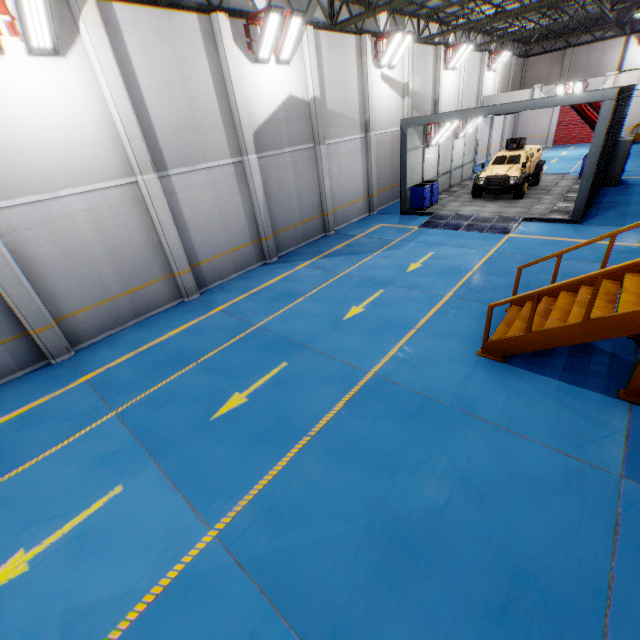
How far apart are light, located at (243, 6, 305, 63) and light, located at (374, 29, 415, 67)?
6.93m

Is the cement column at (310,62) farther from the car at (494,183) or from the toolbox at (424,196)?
the car at (494,183)

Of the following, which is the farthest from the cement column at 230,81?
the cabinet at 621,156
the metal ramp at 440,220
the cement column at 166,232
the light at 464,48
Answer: the cabinet at 621,156

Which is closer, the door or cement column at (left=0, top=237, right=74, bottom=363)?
cement column at (left=0, top=237, right=74, bottom=363)

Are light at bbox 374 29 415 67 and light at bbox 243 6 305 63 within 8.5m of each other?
yes

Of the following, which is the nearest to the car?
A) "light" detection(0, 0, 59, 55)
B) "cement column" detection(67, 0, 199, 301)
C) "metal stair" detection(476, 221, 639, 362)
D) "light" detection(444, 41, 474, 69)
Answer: "light" detection(444, 41, 474, 69)

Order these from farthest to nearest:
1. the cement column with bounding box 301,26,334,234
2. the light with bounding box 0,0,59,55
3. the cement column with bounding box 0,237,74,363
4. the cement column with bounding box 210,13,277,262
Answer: the cement column with bounding box 301,26,334,234
the cement column with bounding box 210,13,277,262
the cement column with bounding box 0,237,74,363
the light with bounding box 0,0,59,55

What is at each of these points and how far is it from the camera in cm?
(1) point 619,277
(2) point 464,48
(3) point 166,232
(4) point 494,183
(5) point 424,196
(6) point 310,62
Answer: (1) metal stair, 647
(2) light, 2009
(3) cement column, 1021
(4) car, 1639
(5) toolbox, 1661
(6) cement column, 1267
